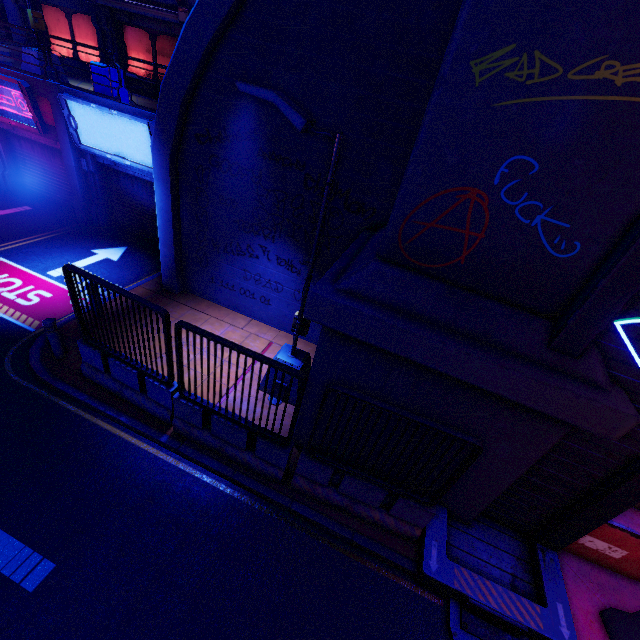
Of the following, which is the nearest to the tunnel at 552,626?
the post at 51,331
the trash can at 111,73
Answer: the post at 51,331

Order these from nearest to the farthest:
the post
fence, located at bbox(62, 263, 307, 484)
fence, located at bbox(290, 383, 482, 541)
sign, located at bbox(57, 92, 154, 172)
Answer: fence, located at bbox(290, 383, 482, 541) → fence, located at bbox(62, 263, 307, 484) → the post → sign, located at bbox(57, 92, 154, 172)

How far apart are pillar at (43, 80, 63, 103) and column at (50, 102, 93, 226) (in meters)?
0.01

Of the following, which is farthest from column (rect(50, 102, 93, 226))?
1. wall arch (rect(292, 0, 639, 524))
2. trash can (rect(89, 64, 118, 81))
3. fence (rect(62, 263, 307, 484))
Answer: wall arch (rect(292, 0, 639, 524))

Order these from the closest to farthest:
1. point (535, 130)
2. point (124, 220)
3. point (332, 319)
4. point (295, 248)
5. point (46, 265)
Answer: point (535, 130), point (332, 319), point (295, 248), point (46, 265), point (124, 220)

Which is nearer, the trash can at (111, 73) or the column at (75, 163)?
the trash can at (111, 73)

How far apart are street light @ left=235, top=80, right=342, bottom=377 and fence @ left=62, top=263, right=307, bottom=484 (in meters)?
1.27

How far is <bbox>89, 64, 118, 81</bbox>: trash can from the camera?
10.55m
